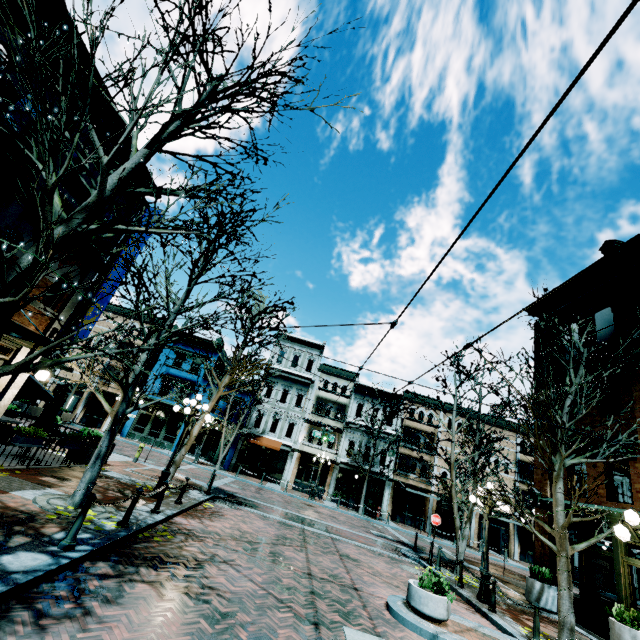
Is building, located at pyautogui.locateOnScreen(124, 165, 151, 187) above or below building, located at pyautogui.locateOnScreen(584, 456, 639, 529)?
above

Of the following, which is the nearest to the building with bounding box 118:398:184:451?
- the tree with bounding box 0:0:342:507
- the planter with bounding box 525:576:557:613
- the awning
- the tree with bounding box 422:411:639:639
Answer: the tree with bounding box 422:411:639:639

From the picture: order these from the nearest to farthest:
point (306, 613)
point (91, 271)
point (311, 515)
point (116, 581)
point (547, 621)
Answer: point (116, 581) < point (306, 613) < point (91, 271) < point (547, 621) < point (311, 515)

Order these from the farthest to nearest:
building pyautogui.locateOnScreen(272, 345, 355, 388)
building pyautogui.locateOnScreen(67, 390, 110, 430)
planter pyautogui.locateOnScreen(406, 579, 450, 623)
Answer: building pyautogui.locateOnScreen(272, 345, 355, 388), building pyautogui.locateOnScreen(67, 390, 110, 430), planter pyautogui.locateOnScreen(406, 579, 450, 623)

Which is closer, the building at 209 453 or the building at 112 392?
the building at 209 453

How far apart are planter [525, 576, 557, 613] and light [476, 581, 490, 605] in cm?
318

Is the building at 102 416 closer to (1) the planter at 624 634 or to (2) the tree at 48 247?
(2) the tree at 48 247

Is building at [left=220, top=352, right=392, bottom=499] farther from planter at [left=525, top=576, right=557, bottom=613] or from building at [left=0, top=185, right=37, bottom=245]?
planter at [left=525, top=576, right=557, bottom=613]
